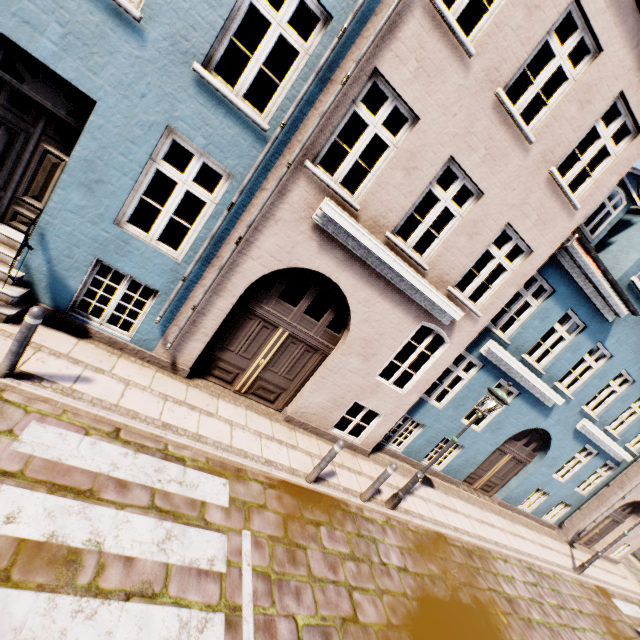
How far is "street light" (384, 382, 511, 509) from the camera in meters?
6.5

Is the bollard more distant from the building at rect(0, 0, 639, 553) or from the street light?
the street light

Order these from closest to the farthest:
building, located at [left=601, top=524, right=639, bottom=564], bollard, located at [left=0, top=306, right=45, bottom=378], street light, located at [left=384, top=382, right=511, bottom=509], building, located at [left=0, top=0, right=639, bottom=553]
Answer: bollard, located at [left=0, top=306, right=45, bottom=378] → building, located at [left=0, top=0, right=639, bottom=553] → street light, located at [left=384, top=382, right=511, bottom=509] → building, located at [left=601, top=524, right=639, bottom=564]

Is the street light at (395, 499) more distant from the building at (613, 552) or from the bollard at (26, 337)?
the bollard at (26, 337)

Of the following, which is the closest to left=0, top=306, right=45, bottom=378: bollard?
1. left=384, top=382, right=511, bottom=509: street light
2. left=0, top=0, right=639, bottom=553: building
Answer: left=0, top=0, right=639, bottom=553: building

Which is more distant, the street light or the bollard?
the street light

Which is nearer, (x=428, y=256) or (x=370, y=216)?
(x=370, y=216)
